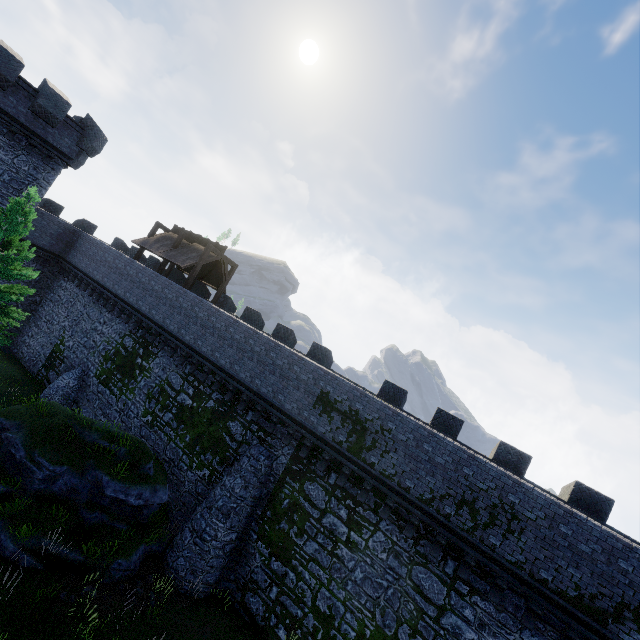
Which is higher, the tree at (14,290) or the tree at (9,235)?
the tree at (9,235)

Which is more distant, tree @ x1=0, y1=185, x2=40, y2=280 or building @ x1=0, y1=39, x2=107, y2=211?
building @ x1=0, y1=39, x2=107, y2=211

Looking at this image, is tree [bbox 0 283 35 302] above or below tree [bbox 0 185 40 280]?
below

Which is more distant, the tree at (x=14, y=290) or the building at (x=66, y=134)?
the building at (x=66, y=134)

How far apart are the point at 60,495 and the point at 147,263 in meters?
20.7 m

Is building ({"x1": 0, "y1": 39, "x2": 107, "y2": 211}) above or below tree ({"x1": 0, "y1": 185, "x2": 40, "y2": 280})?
above
